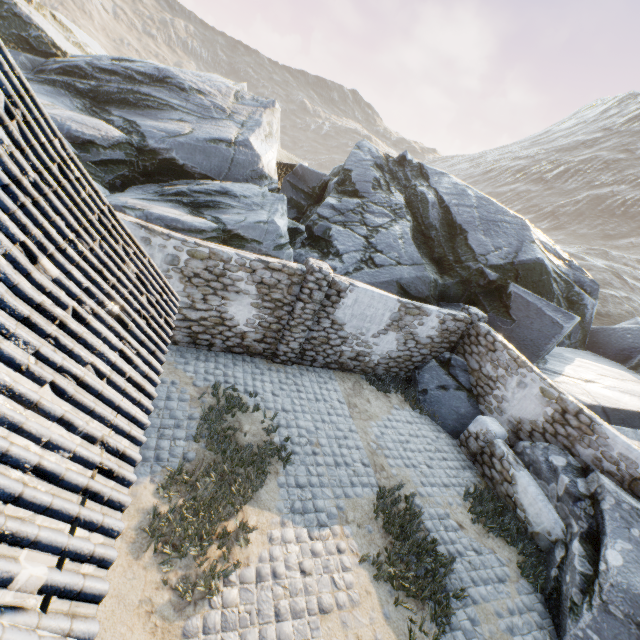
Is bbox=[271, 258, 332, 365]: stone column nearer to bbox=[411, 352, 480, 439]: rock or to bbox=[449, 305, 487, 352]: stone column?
bbox=[411, 352, 480, 439]: rock

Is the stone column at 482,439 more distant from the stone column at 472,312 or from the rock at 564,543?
the stone column at 472,312

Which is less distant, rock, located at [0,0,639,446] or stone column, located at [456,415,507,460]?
stone column, located at [456,415,507,460]

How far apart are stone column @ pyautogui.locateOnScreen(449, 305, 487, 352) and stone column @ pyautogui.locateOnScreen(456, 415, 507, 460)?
2.5m

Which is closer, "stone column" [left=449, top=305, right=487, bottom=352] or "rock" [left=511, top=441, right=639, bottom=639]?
"rock" [left=511, top=441, right=639, bottom=639]

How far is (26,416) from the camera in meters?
2.1 m

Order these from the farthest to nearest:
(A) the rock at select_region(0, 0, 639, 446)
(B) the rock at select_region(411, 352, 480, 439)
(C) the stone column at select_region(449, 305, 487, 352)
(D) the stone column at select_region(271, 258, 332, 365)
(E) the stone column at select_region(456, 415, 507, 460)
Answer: (A) the rock at select_region(0, 0, 639, 446) → (C) the stone column at select_region(449, 305, 487, 352) → (B) the rock at select_region(411, 352, 480, 439) → (E) the stone column at select_region(456, 415, 507, 460) → (D) the stone column at select_region(271, 258, 332, 365)

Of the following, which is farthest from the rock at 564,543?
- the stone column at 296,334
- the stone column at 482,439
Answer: the stone column at 296,334
